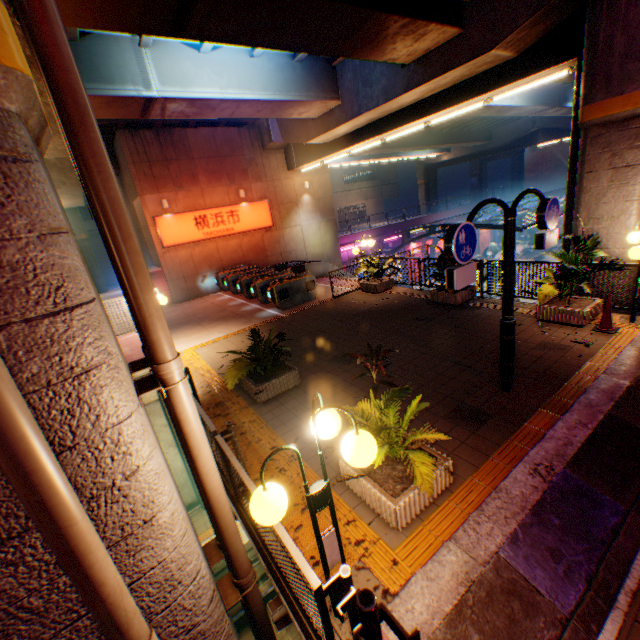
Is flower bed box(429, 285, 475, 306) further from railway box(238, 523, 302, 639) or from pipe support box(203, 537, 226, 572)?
pipe support box(203, 537, 226, 572)

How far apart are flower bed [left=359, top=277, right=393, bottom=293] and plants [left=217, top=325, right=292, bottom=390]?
6.3 meters

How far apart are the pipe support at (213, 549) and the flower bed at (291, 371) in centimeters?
287cm

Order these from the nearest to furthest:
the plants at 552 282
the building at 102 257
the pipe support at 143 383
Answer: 1. the pipe support at 143 383
2. the plants at 552 282
3. the building at 102 257

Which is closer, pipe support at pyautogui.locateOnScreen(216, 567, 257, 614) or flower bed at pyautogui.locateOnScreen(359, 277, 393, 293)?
pipe support at pyautogui.locateOnScreen(216, 567, 257, 614)

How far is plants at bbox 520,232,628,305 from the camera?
7.2m

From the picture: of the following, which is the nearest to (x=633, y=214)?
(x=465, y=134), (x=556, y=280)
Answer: (x=556, y=280)

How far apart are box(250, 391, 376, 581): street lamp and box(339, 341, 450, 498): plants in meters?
0.8 m
